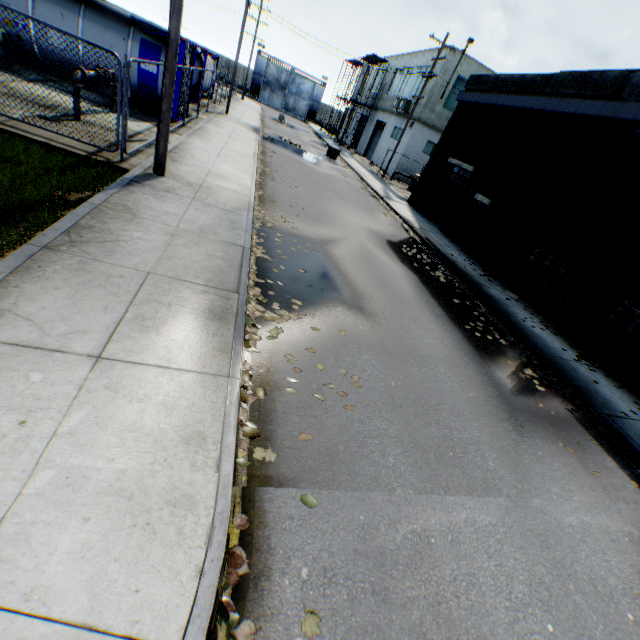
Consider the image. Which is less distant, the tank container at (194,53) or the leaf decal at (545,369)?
the leaf decal at (545,369)

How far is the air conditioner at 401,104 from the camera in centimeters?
2803cm

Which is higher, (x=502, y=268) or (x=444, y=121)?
(x=444, y=121)

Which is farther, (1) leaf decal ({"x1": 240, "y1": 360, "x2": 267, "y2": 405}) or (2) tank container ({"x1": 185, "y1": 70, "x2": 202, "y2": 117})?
(2) tank container ({"x1": 185, "y1": 70, "x2": 202, "y2": 117})

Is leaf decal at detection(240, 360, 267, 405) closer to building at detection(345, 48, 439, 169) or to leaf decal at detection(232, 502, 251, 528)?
leaf decal at detection(232, 502, 251, 528)

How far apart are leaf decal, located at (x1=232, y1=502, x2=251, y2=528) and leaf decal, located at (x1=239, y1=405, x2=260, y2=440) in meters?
0.4

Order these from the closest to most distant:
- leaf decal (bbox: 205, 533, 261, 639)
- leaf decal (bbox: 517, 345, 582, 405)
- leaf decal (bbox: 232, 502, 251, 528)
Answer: leaf decal (bbox: 205, 533, 261, 639), leaf decal (bbox: 232, 502, 251, 528), leaf decal (bbox: 517, 345, 582, 405)

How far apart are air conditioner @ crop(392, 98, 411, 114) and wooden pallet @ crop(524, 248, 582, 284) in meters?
22.4
